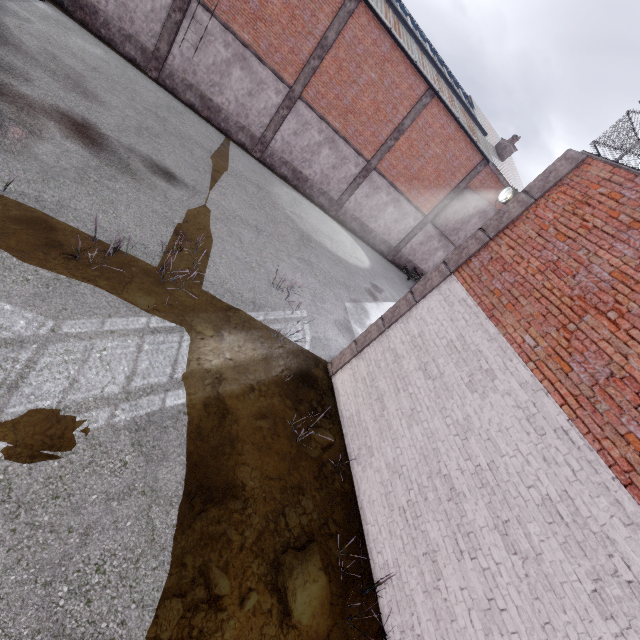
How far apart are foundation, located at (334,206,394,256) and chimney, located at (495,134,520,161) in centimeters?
946cm

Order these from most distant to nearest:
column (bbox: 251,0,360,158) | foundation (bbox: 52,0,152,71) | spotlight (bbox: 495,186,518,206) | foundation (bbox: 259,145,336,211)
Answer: foundation (bbox: 259,145,336,211) → spotlight (bbox: 495,186,518,206) → column (bbox: 251,0,360,158) → foundation (bbox: 52,0,152,71)

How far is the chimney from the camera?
22.5 meters

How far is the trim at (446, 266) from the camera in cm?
605

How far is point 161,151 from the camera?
11.19m

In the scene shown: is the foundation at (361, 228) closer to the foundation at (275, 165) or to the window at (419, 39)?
→ the foundation at (275, 165)

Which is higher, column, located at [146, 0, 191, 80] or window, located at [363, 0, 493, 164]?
window, located at [363, 0, 493, 164]

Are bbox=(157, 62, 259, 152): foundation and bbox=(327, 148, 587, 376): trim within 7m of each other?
no
